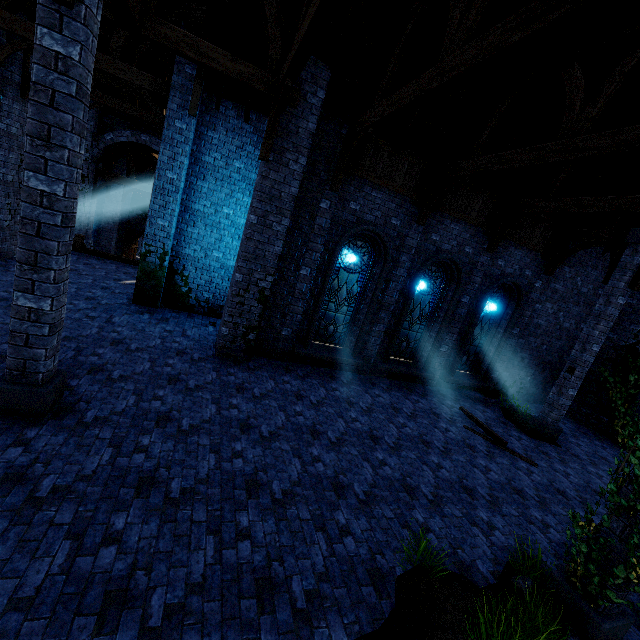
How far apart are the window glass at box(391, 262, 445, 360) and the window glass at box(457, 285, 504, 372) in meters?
1.5 m

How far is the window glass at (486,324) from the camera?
12.4m

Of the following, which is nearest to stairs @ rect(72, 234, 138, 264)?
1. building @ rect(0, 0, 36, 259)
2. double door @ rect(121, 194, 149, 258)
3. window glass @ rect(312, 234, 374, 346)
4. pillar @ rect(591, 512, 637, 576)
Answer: building @ rect(0, 0, 36, 259)

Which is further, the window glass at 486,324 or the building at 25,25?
the window glass at 486,324

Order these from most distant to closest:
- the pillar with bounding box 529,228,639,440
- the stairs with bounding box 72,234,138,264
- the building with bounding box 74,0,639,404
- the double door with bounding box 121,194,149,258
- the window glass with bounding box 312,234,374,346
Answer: the double door with bounding box 121,194,149,258 < the stairs with bounding box 72,234,138,264 < the window glass with bounding box 312,234,374,346 < the pillar with bounding box 529,228,639,440 < the building with bounding box 74,0,639,404

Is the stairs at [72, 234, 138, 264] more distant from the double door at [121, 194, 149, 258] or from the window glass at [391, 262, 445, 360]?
the window glass at [391, 262, 445, 360]

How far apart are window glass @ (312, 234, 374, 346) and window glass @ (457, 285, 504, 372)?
4.51m

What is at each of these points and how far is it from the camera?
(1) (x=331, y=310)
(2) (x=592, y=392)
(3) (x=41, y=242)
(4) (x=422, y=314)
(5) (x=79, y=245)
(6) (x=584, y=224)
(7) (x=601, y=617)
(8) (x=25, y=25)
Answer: (1) window glass, 10.6 meters
(2) building, 13.8 meters
(3) pillar, 4.4 meters
(4) window glass, 11.7 meters
(5) stairs, 14.9 meters
(6) building, 11.8 meters
(7) pillar, 4.1 meters
(8) building, 8.6 meters
